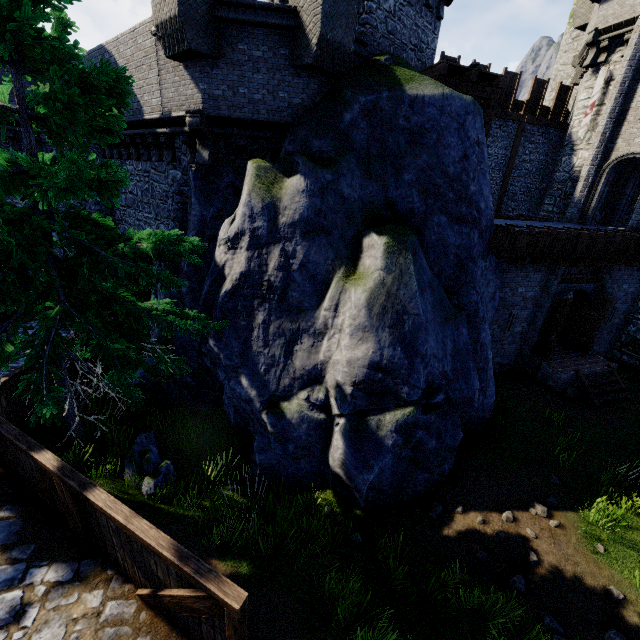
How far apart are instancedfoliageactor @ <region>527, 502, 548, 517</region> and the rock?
8.3 meters

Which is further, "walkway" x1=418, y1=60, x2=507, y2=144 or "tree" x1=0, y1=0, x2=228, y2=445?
"walkway" x1=418, y1=60, x2=507, y2=144

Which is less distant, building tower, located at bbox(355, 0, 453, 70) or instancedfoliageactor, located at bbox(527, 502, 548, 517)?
instancedfoliageactor, located at bbox(527, 502, 548, 517)

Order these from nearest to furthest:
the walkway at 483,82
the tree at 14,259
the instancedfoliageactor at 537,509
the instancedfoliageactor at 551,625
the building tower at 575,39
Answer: the tree at 14,259 < the instancedfoliageactor at 551,625 < the instancedfoliageactor at 537,509 < the walkway at 483,82 < the building tower at 575,39

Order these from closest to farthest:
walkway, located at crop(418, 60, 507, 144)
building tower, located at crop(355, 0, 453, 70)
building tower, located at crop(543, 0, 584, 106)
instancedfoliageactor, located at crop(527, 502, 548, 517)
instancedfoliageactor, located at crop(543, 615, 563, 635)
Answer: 1. instancedfoliageactor, located at crop(543, 615, 563, 635)
2. instancedfoliageactor, located at crop(527, 502, 548, 517)
3. building tower, located at crop(355, 0, 453, 70)
4. walkway, located at crop(418, 60, 507, 144)
5. building tower, located at crop(543, 0, 584, 106)

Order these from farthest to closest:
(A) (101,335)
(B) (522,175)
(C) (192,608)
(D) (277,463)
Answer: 1. (B) (522,175)
2. (D) (277,463)
3. (A) (101,335)
4. (C) (192,608)

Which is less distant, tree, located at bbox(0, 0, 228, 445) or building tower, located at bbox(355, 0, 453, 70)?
tree, located at bbox(0, 0, 228, 445)

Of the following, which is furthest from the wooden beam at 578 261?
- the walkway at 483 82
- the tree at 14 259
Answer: the tree at 14 259
